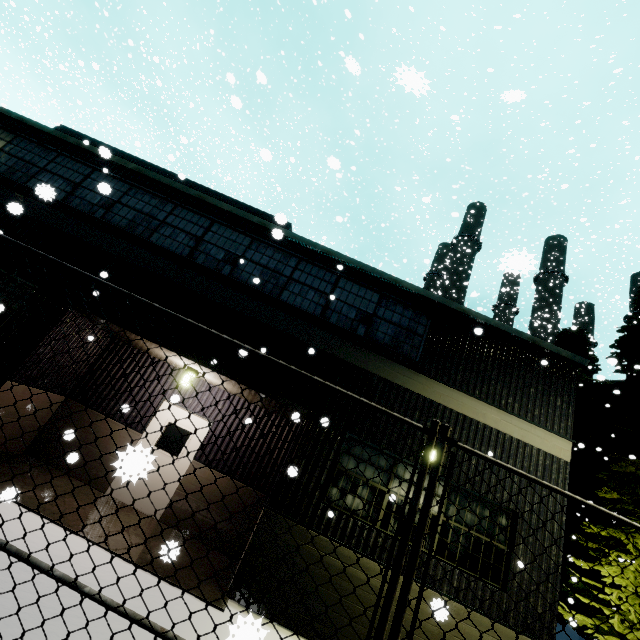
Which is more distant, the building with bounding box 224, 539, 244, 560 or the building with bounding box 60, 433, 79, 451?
the building with bounding box 224, 539, 244, 560

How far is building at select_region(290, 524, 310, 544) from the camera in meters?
6.2 m

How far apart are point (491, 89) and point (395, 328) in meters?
32.8

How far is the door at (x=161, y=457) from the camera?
8.2 meters

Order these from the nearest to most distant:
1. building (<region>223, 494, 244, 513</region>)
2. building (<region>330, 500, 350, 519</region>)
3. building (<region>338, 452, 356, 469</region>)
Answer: building (<region>330, 500, 350, 519</region>) → building (<region>338, 452, 356, 469</region>) → building (<region>223, 494, 244, 513</region>)

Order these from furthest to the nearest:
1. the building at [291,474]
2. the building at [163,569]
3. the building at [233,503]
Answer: the building at [233,503] < the building at [291,474] < the building at [163,569]
